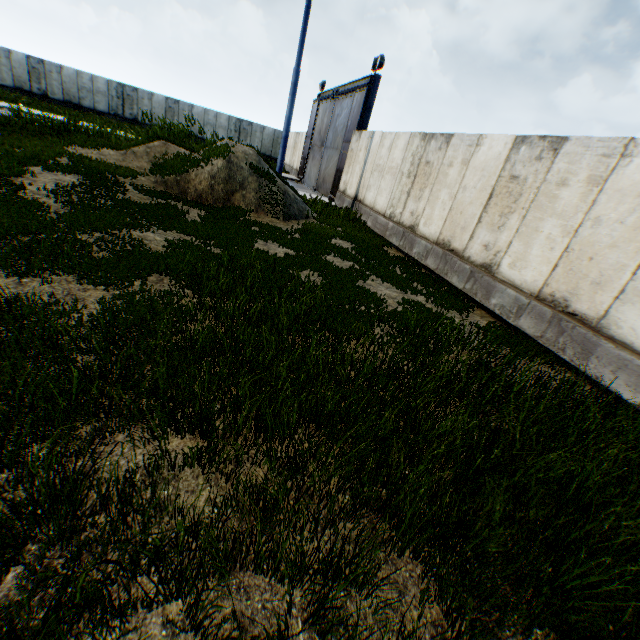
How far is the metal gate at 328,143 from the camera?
16.0m

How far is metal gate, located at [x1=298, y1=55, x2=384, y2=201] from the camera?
16.00m

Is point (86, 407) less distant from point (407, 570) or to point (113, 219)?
point (407, 570)
